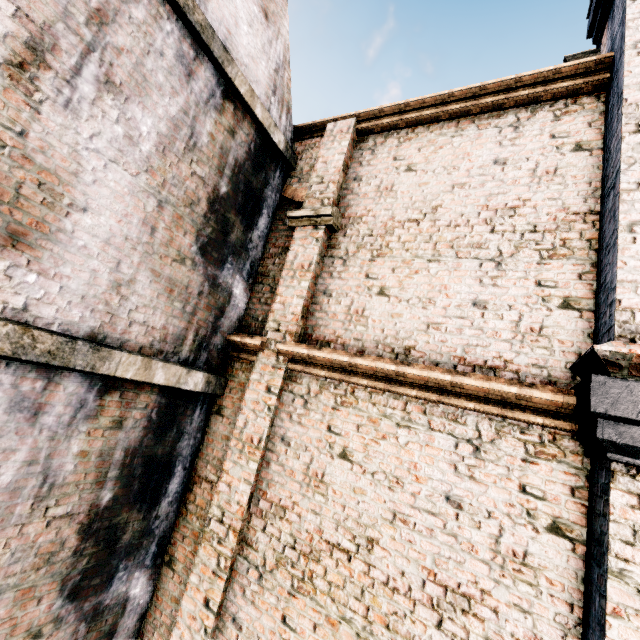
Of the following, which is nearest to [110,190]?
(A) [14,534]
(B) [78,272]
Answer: (B) [78,272]
